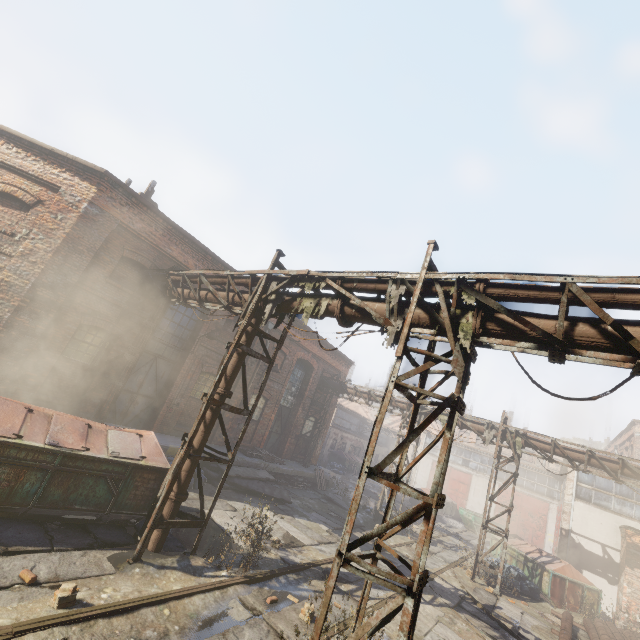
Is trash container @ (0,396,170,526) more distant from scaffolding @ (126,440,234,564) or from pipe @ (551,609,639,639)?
pipe @ (551,609,639,639)

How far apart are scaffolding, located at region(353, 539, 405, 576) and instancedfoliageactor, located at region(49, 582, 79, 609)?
3.2m

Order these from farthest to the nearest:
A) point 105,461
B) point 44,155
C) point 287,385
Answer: point 287,385, point 44,155, point 105,461

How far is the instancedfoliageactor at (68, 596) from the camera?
4.38m

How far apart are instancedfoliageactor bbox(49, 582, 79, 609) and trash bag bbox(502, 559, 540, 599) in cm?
1703

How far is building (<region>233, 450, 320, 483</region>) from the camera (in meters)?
14.77

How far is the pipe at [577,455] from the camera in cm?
1301

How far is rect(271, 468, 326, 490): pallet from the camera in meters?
16.8
